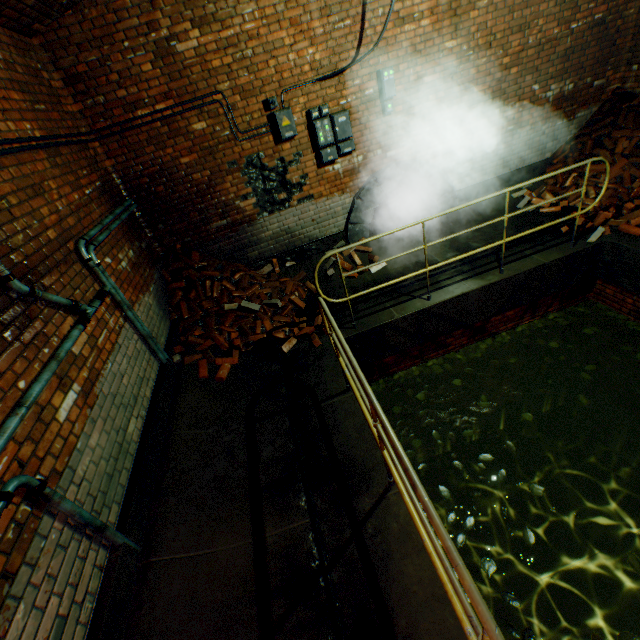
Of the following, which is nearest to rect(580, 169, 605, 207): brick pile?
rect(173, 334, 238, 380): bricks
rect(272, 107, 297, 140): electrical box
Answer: rect(272, 107, 297, 140): electrical box

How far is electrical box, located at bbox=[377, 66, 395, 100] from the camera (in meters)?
5.01

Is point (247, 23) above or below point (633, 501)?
above

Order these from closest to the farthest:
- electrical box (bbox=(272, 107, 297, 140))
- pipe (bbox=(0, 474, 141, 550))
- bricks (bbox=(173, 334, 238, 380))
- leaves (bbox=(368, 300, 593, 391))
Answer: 1. pipe (bbox=(0, 474, 141, 550))
2. bricks (bbox=(173, 334, 238, 380))
3. electrical box (bbox=(272, 107, 297, 140))
4. leaves (bbox=(368, 300, 593, 391))

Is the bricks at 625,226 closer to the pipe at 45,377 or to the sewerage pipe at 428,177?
the sewerage pipe at 428,177

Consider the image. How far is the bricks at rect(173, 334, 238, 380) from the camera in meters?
4.4

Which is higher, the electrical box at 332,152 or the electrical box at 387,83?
the electrical box at 387,83

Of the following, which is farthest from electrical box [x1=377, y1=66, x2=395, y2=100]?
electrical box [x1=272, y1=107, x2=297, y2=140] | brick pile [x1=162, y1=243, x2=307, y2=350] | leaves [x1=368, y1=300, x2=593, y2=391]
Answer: leaves [x1=368, y1=300, x2=593, y2=391]
